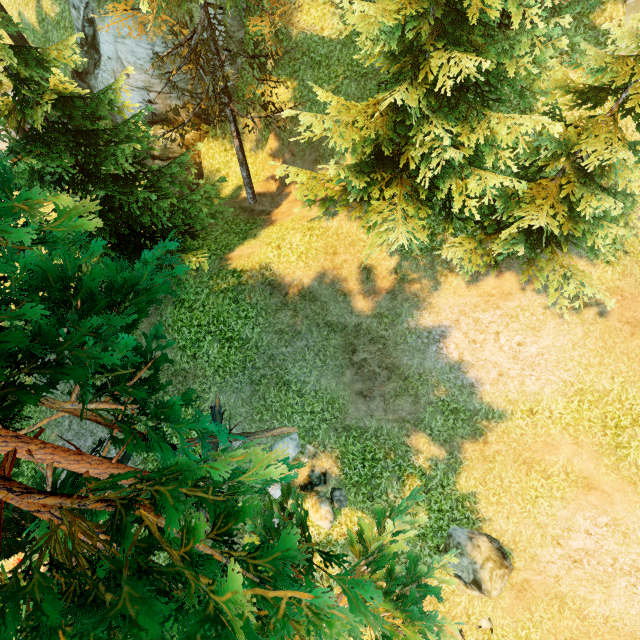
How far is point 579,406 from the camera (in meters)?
9.95

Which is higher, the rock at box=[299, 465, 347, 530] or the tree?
the tree

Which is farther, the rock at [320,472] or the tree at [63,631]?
the rock at [320,472]

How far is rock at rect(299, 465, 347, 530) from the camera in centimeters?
Result: 1020cm

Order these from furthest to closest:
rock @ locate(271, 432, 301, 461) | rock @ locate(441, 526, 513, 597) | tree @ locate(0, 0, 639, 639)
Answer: rock @ locate(271, 432, 301, 461) < rock @ locate(441, 526, 513, 597) < tree @ locate(0, 0, 639, 639)

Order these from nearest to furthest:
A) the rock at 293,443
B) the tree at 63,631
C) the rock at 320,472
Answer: the tree at 63,631, the rock at 320,472, the rock at 293,443

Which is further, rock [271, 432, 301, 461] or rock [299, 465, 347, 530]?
rock [271, 432, 301, 461]

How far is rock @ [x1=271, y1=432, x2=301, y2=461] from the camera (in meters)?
10.75
